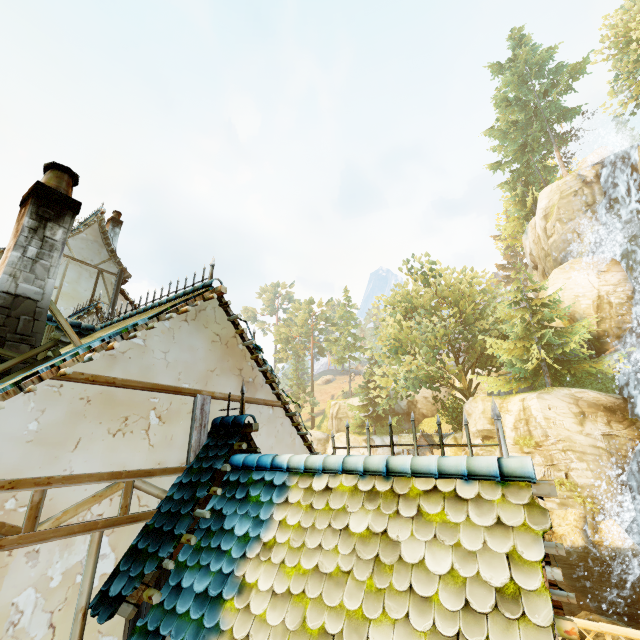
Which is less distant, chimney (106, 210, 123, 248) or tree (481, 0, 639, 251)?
chimney (106, 210, 123, 248)

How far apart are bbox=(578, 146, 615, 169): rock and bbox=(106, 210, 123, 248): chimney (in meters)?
37.80

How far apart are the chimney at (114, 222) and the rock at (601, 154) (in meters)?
37.80

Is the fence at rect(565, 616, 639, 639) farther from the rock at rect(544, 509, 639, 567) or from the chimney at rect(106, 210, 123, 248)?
the chimney at rect(106, 210, 123, 248)

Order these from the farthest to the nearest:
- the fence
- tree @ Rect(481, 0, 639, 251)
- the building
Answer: tree @ Rect(481, 0, 639, 251)
the fence
the building

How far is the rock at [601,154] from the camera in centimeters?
2819cm

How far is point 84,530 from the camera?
3.3m

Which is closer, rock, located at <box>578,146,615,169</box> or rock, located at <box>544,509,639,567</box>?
rock, located at <box>544,509,639,567</box>
